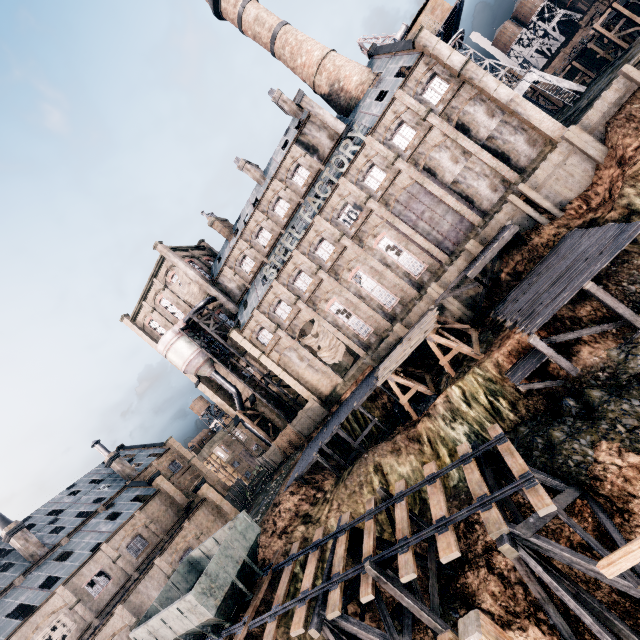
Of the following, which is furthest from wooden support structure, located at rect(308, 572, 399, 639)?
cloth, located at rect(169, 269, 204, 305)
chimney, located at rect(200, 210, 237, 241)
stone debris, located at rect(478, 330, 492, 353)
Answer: chimney, located at rect(200, 210, 237, 241)

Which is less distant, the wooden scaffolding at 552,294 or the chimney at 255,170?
the wooden scaffolding at 552,294

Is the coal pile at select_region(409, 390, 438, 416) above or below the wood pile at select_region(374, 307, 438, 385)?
below

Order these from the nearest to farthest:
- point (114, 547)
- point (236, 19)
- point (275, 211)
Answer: point (114, 547) → point (236, 19) → point (275, 211)

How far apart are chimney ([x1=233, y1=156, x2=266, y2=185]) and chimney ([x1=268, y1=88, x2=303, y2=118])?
7.5m

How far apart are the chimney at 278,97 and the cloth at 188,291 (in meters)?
25.33

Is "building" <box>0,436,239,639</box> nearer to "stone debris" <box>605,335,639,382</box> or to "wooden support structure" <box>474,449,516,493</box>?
"stone debris" <box>605,335,639,382</box>

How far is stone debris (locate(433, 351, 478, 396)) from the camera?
24.7 meters
